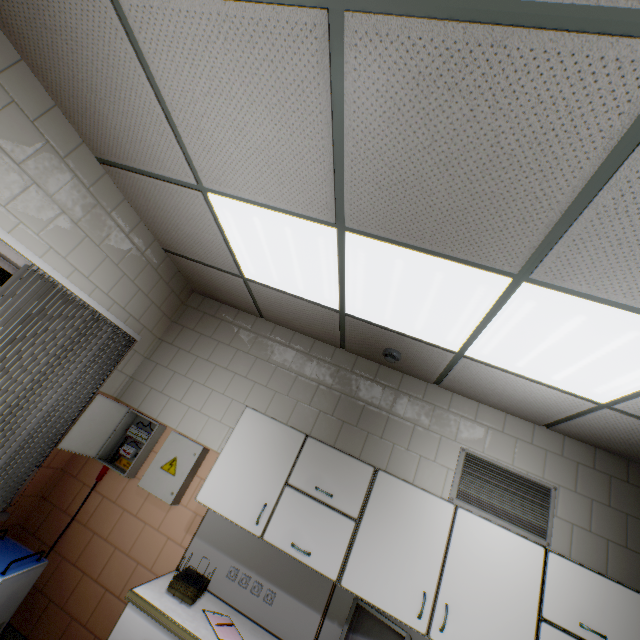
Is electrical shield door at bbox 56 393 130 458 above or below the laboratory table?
above

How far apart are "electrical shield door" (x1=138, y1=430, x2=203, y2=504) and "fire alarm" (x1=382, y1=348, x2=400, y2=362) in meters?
→ 1.9 m

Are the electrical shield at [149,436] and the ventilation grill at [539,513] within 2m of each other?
no

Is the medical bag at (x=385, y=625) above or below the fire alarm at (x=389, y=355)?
below

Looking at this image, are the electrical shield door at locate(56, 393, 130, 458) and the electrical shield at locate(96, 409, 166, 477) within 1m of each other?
yes

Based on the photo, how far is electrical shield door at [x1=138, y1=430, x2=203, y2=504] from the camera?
2.8m

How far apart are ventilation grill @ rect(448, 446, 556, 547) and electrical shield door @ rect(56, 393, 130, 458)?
3.1 meters

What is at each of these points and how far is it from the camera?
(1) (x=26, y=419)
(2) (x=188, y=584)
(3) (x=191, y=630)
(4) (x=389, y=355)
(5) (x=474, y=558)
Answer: (1) blinds, 2.4 meters
(2) paper stack, 2.2 meters
(3) laboratory table, 2.0 meters
(4) fire alarm, 2.9 meters
(5) cabinet, 2.2 meters
